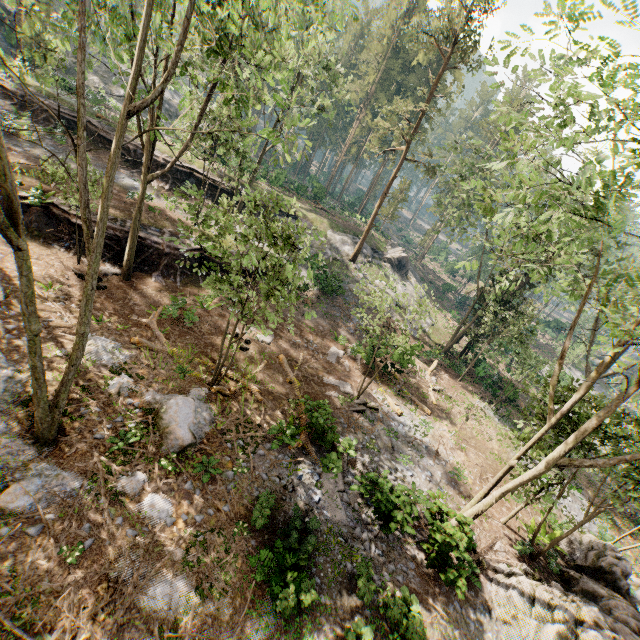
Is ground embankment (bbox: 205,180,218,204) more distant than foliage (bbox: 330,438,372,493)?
Yes

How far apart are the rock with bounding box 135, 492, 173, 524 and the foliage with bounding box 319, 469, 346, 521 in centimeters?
541cm

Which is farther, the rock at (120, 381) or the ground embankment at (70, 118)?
the ground embankment at (70, 118)

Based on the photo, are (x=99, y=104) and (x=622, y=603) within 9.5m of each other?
no

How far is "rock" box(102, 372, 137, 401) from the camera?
12.1 meters

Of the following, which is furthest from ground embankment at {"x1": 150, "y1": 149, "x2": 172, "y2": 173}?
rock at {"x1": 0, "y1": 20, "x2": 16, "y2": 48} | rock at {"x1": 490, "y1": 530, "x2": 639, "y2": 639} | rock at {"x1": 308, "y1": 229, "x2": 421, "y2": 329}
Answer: rock at {"x1": 490, "y1": 530, "x2": 639, "y2": 639}

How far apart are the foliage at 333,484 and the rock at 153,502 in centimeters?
541cm

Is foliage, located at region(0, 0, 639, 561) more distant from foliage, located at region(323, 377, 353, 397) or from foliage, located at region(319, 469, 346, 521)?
foliage, located at region(323, 377, 353, 397)
